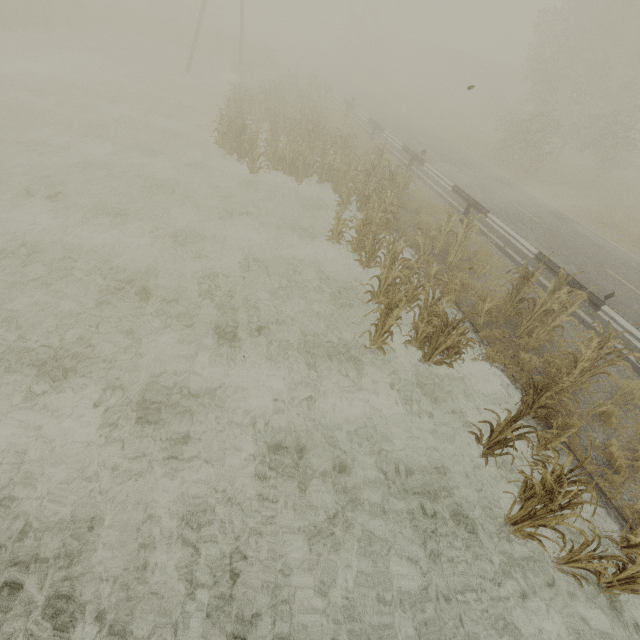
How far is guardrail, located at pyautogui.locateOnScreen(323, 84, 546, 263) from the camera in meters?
10.3 m

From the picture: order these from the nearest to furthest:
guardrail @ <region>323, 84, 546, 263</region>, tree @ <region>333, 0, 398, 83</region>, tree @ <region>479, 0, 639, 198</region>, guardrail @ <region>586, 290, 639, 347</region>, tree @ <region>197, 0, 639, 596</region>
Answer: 1. tree @ <region>197, 0, 639, 596</region>
2. guardrail @ <region>586, 290, 639, 347</region>
3. guardrail @ <region>323, 84, 546, 263</region>
4. tree @ <region>479, 0, 639, 198</region>
5. tree @ <region>333, 0, 398, 83</region>

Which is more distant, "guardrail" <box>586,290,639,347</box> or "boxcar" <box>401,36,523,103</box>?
"boxcar" <box>401,36,523,103</box>

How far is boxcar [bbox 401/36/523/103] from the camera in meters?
43.0

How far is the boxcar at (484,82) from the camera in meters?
43.0 m

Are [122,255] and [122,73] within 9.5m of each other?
no

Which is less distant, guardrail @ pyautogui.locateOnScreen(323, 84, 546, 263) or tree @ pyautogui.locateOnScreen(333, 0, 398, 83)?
guardrail @ pyautogui.locateOnScreen(323, 84, 546, 263)

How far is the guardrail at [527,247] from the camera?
10.3m
